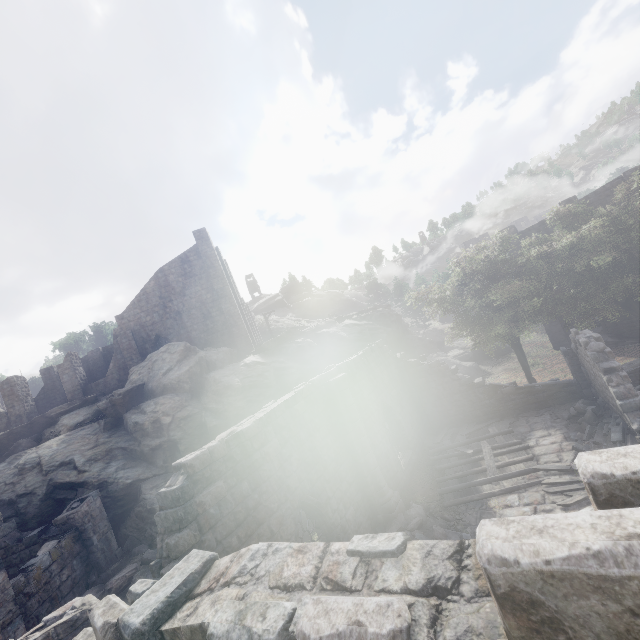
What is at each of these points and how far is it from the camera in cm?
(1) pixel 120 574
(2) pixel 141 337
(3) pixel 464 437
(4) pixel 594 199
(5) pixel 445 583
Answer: (1) rubble, 1368
(2) building, 2898
(3) wooden plank rubble, 1675
(4) building, 2669
(5) building, 173

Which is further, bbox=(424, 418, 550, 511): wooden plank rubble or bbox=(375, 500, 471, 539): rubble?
bbox=(424, 418, 550, 511): wooden plank rubble

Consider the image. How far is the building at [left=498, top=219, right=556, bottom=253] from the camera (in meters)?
29.10

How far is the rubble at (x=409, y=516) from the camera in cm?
1093

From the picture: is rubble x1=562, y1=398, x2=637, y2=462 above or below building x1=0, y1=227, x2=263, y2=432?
below

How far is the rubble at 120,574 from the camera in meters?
13.2

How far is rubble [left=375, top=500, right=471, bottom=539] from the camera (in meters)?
10.93

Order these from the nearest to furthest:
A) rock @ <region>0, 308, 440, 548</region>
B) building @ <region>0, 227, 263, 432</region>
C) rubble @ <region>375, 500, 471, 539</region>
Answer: rubble @ <region>375, 500, 471, 539</region>, rock @ <region>0, 308, 440, 548</region>, building @ <region>0, 227, 263, 432</region>
